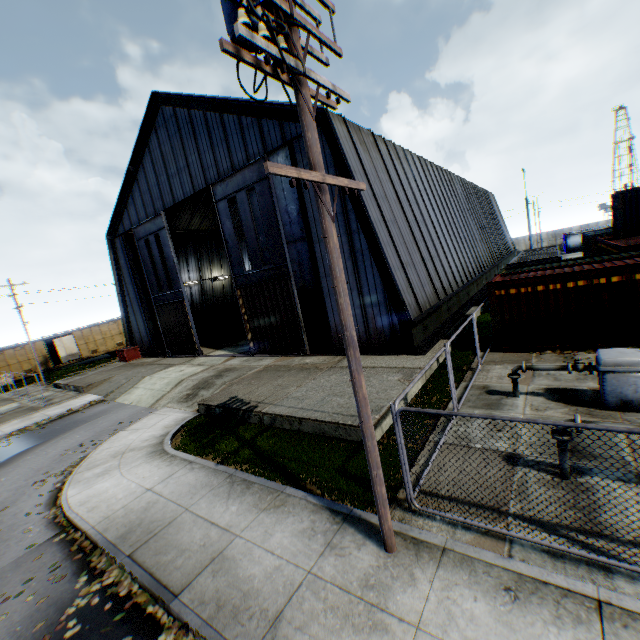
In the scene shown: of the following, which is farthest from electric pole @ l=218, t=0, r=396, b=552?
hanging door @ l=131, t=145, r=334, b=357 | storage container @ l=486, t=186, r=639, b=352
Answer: hanging door @ l=131, t=145, r=334, b=357

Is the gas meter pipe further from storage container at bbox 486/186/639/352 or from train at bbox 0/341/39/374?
train at bbox 0/341/39/374

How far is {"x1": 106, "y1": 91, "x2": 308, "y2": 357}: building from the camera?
16.1 meters

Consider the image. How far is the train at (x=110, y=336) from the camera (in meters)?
34.56

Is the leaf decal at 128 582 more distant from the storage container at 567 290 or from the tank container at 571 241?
the tank container at 571 241

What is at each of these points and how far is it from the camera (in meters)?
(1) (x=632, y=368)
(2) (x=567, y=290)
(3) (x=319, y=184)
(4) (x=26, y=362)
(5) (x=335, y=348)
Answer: (1) gas meter pipe, 7.52
(2) storage container, 11.64
(3) electric pole, 4.49
(4) train, 33.84
(5) building, 16.48

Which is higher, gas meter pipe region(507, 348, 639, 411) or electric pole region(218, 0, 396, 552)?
electric pole region(218, 0, 396, 552)

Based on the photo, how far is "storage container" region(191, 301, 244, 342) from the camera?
29.7m
